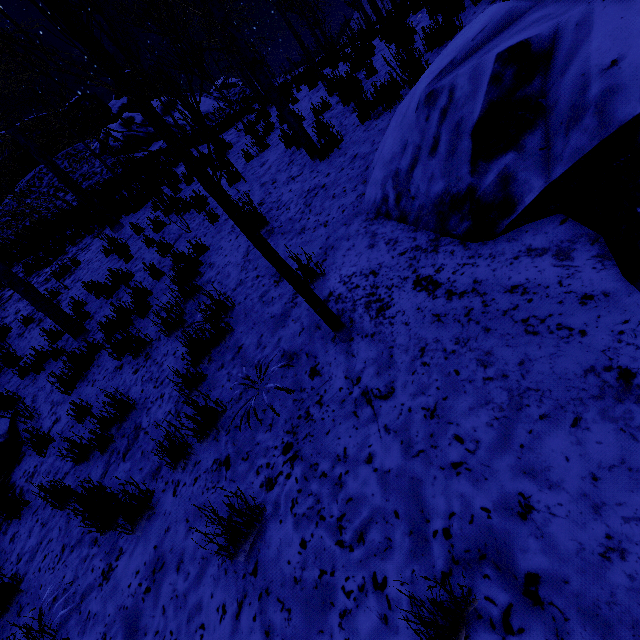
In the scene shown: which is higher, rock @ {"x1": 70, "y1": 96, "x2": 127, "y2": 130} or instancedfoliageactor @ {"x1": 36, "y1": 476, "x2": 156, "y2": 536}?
rock @ {"x1": 70, "y1": 96, "x2": 127, "y2": 130}

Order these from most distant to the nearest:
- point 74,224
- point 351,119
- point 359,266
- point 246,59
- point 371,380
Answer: point 74,224, point 351,119, point 246,59, point 359,266, point 371,380

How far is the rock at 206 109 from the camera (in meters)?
→ 26.92

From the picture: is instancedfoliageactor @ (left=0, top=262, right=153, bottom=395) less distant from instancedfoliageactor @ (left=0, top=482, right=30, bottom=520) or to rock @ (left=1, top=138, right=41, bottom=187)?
instancedfoliageactor @ (left=0, top=482, right=30, bottom=520)

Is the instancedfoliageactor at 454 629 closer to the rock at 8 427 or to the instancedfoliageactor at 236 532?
the instancedfoliageactor at 236 532

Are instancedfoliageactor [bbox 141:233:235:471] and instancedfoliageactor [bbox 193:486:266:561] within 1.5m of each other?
no

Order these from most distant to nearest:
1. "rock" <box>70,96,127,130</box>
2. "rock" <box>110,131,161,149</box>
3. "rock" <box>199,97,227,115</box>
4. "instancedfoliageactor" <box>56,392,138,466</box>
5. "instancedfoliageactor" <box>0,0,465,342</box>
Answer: "rock" <box>199,97,227,115</box> → "rock" <box>70,96,127,130</box> → "rock" <box>110,131,161,149</box> → "instancedfoliageactor" <box>56,392,138,466</box> → "instancedfoliageactor" <box>0,0,465,342</box>

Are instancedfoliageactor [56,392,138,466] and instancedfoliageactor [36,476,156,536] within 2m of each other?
yes
